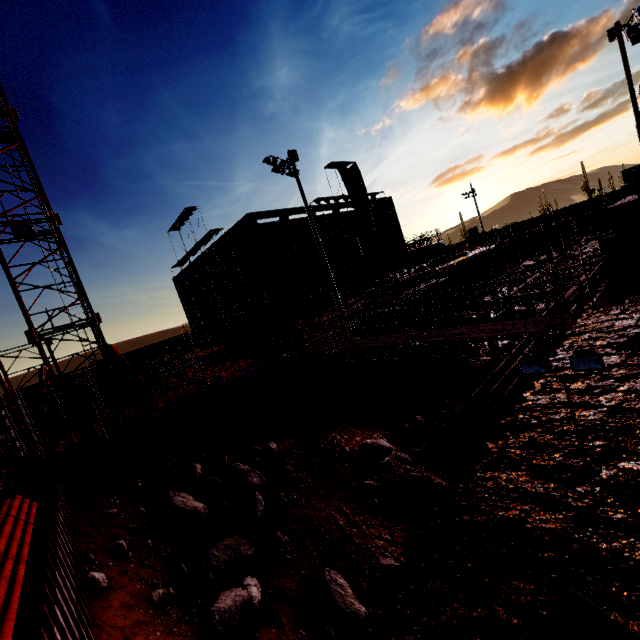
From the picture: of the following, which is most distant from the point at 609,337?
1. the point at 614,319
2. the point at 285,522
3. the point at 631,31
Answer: the point at 631,31

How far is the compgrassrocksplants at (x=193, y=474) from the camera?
A: 11.0m

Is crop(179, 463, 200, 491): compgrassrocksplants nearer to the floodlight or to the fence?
the fence

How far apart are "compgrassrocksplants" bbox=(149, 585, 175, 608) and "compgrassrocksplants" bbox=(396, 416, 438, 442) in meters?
14.2

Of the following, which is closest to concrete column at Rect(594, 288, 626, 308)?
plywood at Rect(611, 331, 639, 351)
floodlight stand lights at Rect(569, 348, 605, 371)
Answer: plywood at Rect(611, 331, 639, 351)

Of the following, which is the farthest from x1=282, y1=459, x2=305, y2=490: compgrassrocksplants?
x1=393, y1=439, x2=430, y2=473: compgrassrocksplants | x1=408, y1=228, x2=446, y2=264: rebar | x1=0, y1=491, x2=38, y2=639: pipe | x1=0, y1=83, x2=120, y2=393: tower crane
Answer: x1=408, y1=228, x2=446, y2=264: rebar

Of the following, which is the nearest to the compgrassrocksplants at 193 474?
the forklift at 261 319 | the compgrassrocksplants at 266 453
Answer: the compgrassrocksplants at 266 453

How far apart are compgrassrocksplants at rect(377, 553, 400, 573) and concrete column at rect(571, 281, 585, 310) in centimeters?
2462cm
